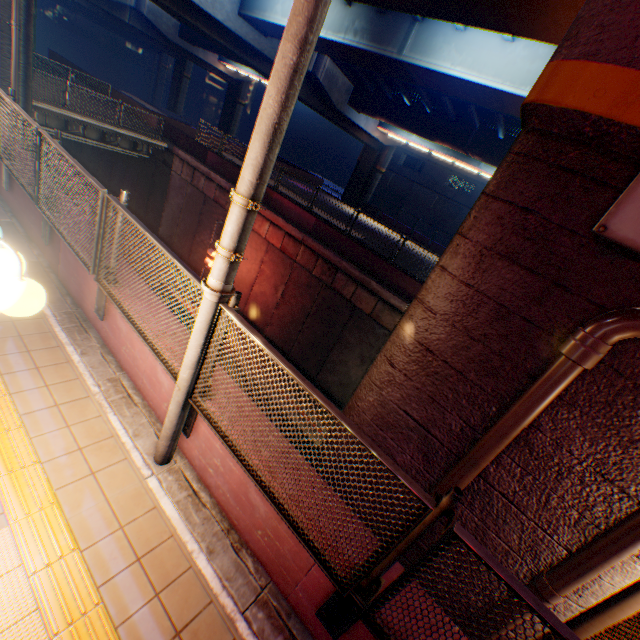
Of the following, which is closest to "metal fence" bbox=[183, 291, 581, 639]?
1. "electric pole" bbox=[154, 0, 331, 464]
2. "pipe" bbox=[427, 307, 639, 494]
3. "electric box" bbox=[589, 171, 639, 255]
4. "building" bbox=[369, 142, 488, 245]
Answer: "electric pole" bbox=[154, 0, 331, 464]

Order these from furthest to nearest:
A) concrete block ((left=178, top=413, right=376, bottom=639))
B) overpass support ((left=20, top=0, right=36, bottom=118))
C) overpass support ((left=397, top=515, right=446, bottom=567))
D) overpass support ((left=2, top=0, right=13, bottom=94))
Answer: overpass support ((left=20, top=0, right=36, bottom=118)), overpass support ((left=2, top=0, right=13, bottom=94)), overpass support ((left=397, top=515, right=446, bottom=567)), concrete block ((left=178, top=413, right=376, bottom=639))

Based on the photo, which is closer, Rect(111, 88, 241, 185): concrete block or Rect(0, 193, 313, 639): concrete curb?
Rect(0, 193, 313, 639): concrete curb

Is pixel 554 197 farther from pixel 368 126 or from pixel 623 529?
pixel 368 126

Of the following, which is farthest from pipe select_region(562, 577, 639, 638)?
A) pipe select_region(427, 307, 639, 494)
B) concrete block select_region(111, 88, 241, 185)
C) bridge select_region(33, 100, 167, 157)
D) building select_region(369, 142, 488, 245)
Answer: building select_region(369, 142, 488, 245)

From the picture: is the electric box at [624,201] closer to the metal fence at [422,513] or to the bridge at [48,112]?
the metal fence at [422,513]

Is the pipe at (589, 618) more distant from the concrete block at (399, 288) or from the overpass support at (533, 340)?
the concrete block at (399, 288)

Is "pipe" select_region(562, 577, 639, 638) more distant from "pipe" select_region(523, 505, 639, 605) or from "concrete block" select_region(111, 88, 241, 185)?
"concrete block" select_region(111, 88, 241, 185)
